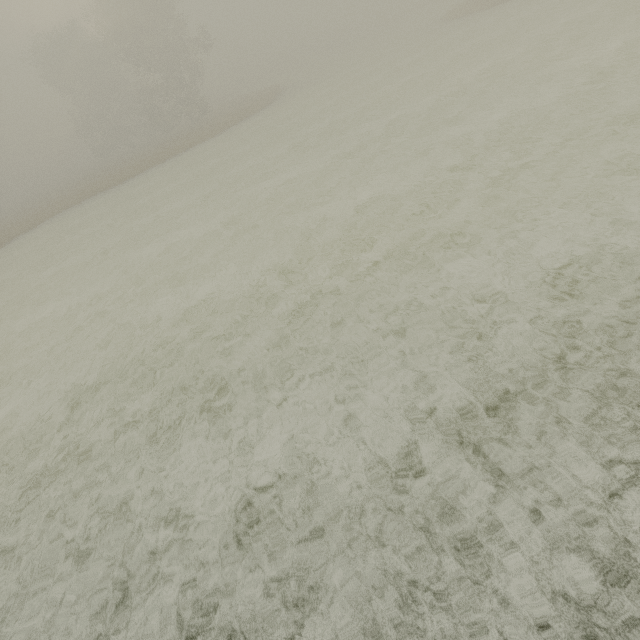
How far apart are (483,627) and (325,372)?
3.3m
